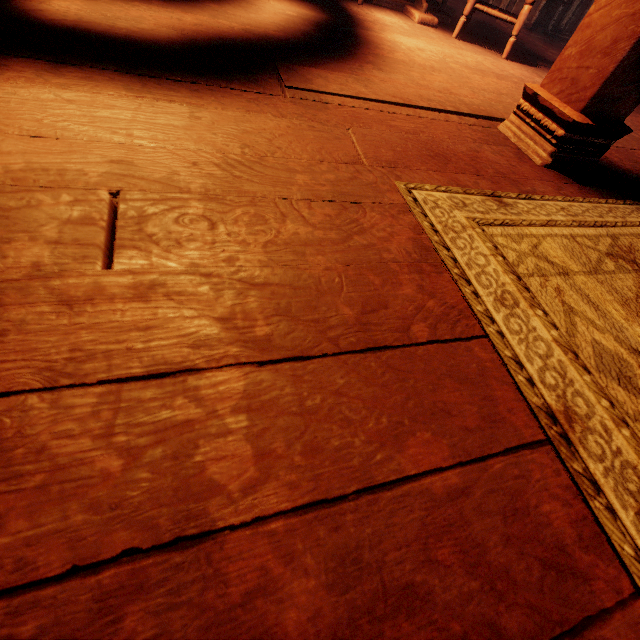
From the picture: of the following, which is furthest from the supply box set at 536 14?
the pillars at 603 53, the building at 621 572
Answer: the pillars at 603 53

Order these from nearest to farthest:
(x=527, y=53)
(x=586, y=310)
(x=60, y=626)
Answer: (x=60, y=626)
(x=586, y=310)
(x=527, y=53)

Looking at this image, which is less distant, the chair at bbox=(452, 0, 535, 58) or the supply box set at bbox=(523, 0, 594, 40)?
the chair at bbox=(452, 0, 535, 58)

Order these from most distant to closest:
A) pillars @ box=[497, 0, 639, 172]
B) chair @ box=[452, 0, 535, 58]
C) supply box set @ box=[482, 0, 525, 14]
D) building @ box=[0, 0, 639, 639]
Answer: supply box set @ box=[482, 0, 525, 14] → chair @ box=[452, 0, 535, 58] → pillars @ box=[497, 0, 639, 172] → building @ box=[0, 0, 639, 639]

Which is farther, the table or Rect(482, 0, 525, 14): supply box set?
Rect(482, 0, 525, 14): supply box set

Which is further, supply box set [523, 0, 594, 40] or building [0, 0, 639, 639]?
supply box set [523, 0, 594, 40]

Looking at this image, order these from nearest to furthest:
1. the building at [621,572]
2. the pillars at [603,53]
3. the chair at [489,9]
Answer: the building at [621,572] → the pillars at [603,53] → the chair at [489,9]

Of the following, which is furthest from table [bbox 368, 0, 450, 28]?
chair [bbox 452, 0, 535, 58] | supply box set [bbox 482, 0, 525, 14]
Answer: supply box set [bbox 482, 0, 525, 14]
